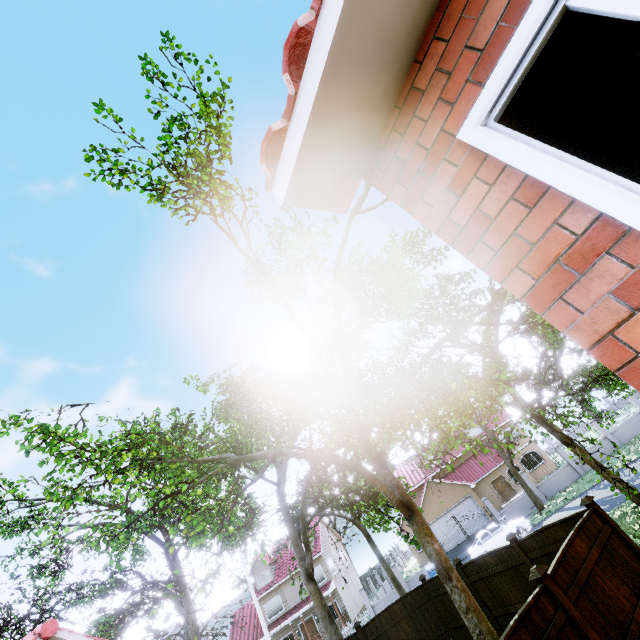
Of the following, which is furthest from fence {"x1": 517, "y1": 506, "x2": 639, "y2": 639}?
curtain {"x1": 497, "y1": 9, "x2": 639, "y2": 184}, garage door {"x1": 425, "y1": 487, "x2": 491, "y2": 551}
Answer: curtain {"x1": 497, "y1": 9, "x2": 639, "y2": 184}

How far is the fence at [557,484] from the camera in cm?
2536

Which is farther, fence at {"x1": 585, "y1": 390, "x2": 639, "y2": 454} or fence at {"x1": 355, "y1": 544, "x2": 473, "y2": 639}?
fence at {"x1": 585, "y1": 390, "x2": 639, "y2": 454}

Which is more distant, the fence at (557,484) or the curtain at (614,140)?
the fence at (557,484)

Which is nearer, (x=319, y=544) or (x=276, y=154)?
(x=276, y=154)

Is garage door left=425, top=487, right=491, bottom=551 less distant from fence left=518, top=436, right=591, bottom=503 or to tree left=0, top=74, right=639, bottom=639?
tree left=0, top=74, right=639, bottom=639

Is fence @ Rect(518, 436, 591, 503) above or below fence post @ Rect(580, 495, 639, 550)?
below

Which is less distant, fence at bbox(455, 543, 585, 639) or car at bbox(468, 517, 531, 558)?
fence at bbox(455, 543, 585, 639)
